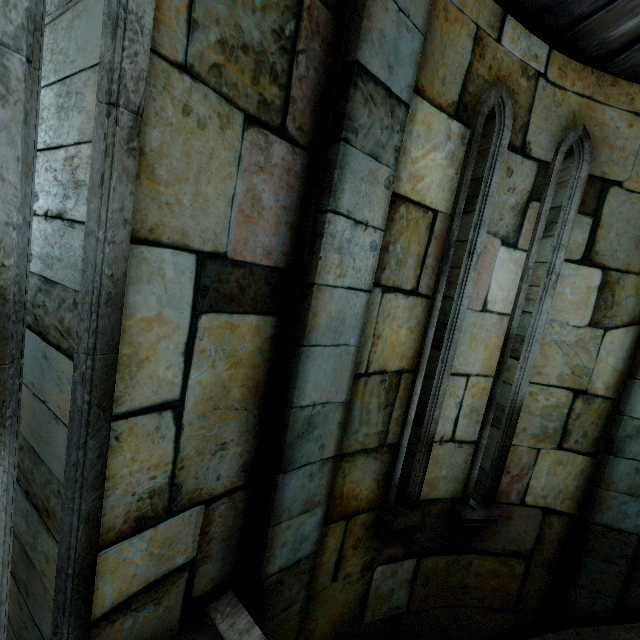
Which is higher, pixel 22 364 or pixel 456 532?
pixel 22 364
